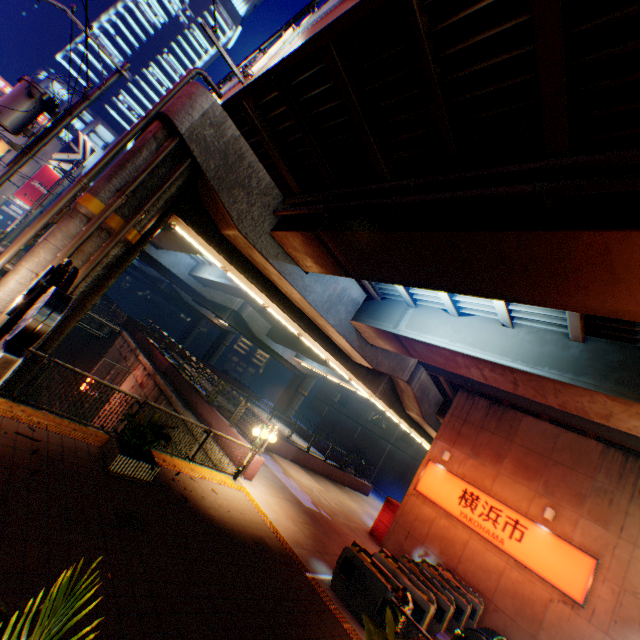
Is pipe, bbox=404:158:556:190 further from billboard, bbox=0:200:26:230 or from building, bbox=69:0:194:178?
building, bbox=69:0:194:178

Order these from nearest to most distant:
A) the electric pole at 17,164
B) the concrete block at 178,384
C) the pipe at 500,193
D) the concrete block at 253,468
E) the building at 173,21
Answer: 1. the pipe at 500,193
2. the electric pole at 17,164
3. the concrete block at 253,468
4. the concrete block at 178,384
5. the building at 173,21

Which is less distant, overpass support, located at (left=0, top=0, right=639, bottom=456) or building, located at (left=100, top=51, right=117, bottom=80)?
overpass support, located at (left=0, top=0, right=639, bottom=456)

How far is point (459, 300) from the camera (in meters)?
10.68

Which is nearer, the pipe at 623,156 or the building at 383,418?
the pipe at 623,156

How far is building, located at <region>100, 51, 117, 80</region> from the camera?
53.56m

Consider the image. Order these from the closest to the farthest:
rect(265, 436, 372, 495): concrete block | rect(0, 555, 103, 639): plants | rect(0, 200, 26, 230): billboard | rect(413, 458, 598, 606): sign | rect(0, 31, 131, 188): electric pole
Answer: rect(0, 555, 103, 639): plants < rect(0, 31, 131, 188): electric pole < rect(413, 458, 598, 606): sign < rect(265, 436, 372, 495): concrete block < rect(0, 200, 26, 230): billboard

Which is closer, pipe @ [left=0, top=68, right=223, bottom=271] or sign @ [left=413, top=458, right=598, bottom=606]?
pipe @ [left=0, top=68, right=223, bottom=271]
